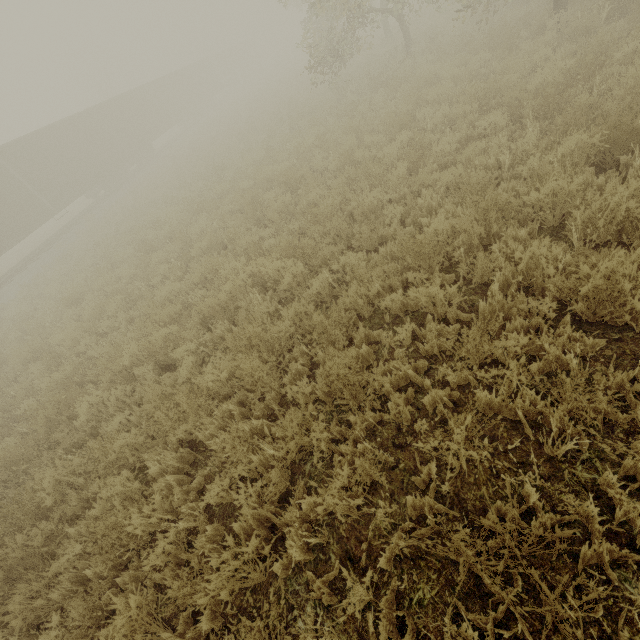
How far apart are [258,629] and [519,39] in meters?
14.9 m

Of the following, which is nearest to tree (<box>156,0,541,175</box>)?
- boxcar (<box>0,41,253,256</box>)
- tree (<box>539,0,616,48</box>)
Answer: boxcar (<box>0,41,253,256</box>)

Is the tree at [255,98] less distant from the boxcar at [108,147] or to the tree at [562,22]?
the boxcar at [108,147]

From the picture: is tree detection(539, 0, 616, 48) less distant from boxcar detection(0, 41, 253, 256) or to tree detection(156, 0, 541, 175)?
tree detection(156, 0, 541, 175)

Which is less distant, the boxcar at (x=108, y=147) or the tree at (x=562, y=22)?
the tree at (x=562, y=22)
